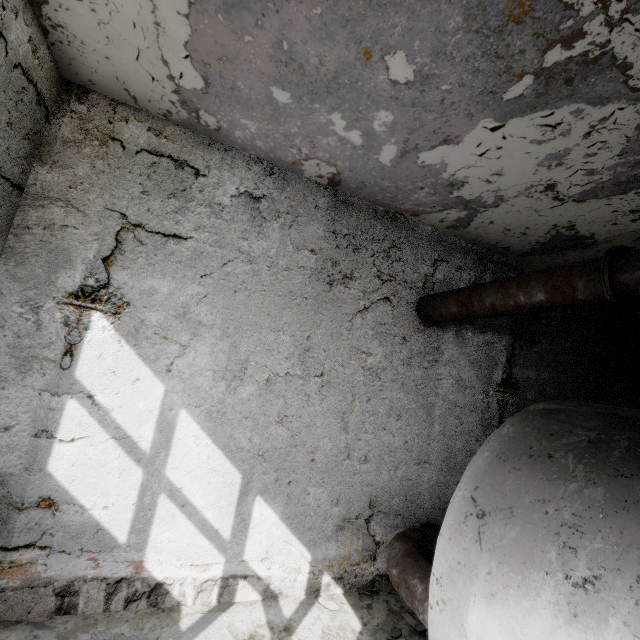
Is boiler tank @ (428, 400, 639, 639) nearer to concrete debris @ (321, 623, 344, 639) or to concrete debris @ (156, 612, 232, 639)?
concrete debris @ (321, 623, 344, 639)

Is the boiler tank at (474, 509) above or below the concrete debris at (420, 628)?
above

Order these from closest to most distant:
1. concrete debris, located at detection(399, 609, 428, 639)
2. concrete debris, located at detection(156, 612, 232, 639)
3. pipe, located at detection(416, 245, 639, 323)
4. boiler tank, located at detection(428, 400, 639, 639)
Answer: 1. boiler tank, located at detection(428, 400, 639, 639)
2. pipe, located at detection(416, 245, 639, 323)
3. concrete debris, located at detection(156, 612, 232, 639)
4. concrete debris, located at detection(399, 609, 428, 639)

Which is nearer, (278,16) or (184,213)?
(278,16)

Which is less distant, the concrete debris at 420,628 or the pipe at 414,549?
the pipe at 414,549

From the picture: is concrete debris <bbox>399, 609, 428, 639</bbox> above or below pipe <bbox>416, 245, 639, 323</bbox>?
below

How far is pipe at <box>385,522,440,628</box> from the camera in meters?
4.0 m

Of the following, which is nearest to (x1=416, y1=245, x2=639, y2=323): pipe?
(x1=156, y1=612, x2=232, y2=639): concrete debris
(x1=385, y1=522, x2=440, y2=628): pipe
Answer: (x1=385, y1=522, x2=440, y2=628): pipe
